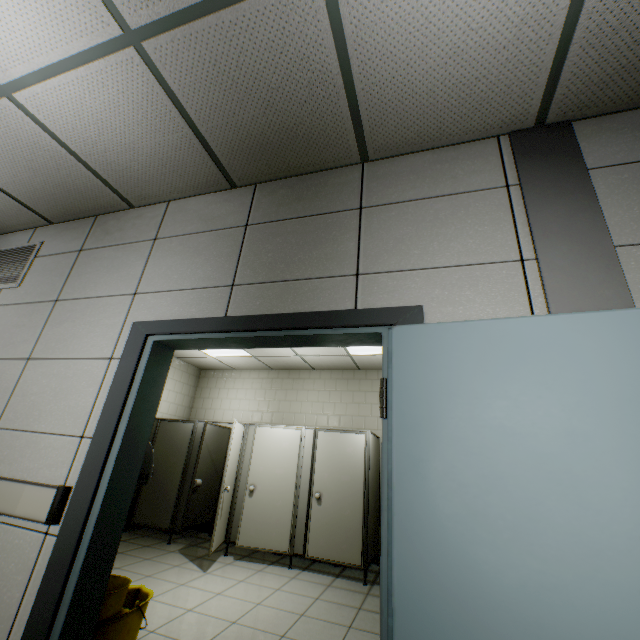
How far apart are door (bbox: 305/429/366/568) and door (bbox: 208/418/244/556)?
0.2m

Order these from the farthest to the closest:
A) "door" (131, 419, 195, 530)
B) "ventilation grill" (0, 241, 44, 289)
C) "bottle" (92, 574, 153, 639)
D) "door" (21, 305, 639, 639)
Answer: "door" (131, 419, 195, 530) < "ventilation grill" (0, 241, 44, 289) < "bottle" (92, 574, 153, 639) < "door" (21, 305, 639, 639)

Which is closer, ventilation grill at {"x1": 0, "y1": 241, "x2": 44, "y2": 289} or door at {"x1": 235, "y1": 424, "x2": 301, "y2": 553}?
ventilation grill at {"x1": 0, "y1": 241, "x2": 44, "y2": 289}

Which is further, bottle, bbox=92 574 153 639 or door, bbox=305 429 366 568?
door, bbox=305 429 366 568

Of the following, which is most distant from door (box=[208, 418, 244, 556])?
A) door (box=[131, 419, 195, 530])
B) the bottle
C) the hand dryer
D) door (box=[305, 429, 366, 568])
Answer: the hand dryer

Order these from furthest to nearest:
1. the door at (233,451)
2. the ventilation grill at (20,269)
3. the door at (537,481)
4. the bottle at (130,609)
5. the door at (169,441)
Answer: the door at (169,441) < the door at (233,451) < the ventilation grill at (20,269) < the bottle at (130,609) < the door at (537,481)

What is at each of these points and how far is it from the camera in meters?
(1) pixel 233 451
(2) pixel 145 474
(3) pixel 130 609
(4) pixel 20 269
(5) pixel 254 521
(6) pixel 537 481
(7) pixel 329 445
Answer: (1) door, 5.0 m
(2) hand dryer, 2.1 m
(3) bottle, 2.2 m
(4) ventilation grill, 2.9 m
(5) door, 4.9 m
(6) door, 1.1 m
(7) door, 5.2 m

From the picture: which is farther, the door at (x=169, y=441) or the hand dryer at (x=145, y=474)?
the door at (x=169, y=441)
